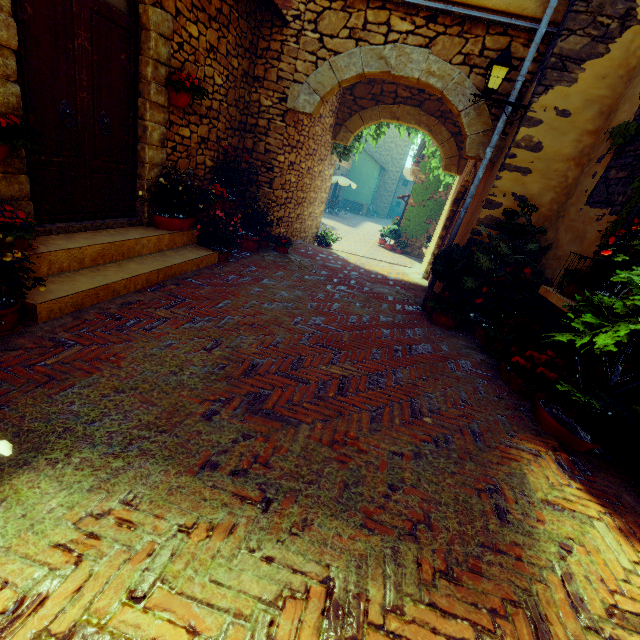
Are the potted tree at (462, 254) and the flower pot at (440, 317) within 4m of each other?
yes

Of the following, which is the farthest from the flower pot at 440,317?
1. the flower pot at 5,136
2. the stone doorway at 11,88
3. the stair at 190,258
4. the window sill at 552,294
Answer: the flower pot at 5,136

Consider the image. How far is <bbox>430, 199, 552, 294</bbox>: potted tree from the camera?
4.9 meters

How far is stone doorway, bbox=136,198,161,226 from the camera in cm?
456

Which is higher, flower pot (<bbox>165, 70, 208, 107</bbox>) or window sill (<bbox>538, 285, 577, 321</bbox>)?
flower pot (<bbox>165, 70, 208, 107</bbox>)

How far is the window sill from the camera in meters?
3.4 m

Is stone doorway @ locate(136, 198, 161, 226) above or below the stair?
above

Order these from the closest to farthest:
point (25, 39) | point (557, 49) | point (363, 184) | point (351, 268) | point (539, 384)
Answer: point (25, 39), point (539, 384), point (557, 49), point (351, 268), point (363, 184)
